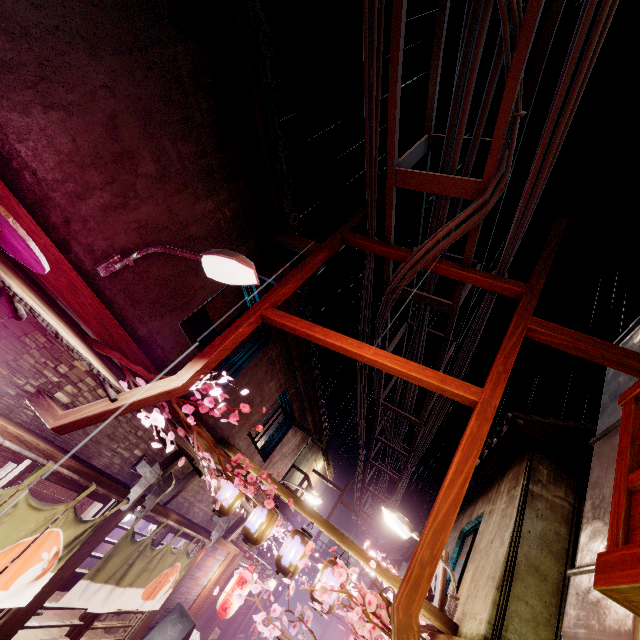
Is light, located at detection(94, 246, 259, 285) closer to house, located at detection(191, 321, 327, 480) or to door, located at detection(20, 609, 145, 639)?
house, located at detection(191, 321, 327, 480)

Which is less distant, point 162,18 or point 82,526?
point 162,18

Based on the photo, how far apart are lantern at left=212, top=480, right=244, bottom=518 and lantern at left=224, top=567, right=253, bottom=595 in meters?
7.1 m

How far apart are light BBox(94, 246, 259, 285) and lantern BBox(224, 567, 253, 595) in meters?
16.9

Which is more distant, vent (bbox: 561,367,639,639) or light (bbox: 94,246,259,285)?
light (bbox: 94,246,259,285)

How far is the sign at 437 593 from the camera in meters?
10.4 m

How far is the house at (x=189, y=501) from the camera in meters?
12.5 m

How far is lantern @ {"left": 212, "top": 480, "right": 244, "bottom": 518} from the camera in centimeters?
1102cm
